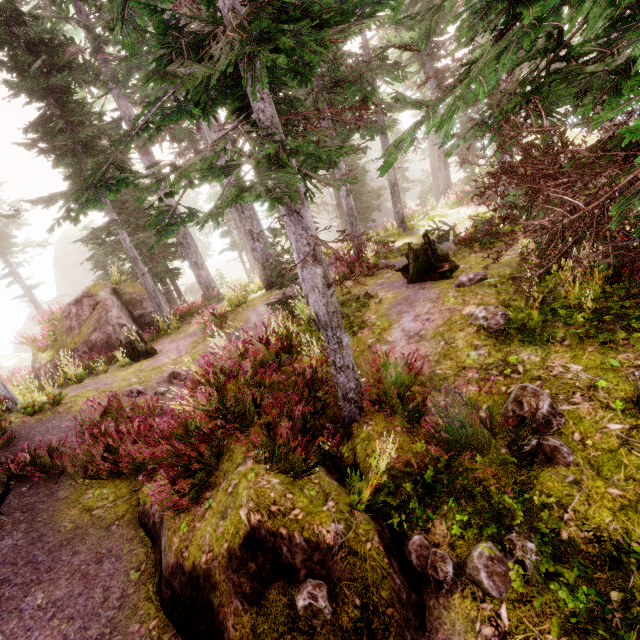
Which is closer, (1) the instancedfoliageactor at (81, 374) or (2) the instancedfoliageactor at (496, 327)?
(2) the instancedfoliageactor at (496, 327)

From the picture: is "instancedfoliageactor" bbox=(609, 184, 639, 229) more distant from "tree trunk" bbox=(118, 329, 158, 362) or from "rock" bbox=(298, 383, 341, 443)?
"tree trunk" bbox=(118, 329, 158, 362)

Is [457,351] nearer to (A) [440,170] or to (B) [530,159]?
(B) [530,159]

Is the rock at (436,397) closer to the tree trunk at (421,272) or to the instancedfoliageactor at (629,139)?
the instancedfoliageactor at (629,139)

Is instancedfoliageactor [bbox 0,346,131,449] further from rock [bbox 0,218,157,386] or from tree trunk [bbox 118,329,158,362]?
tree trunk [bbox 118,329,158,362]

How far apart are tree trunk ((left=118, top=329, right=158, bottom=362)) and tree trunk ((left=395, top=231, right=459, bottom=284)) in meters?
9.9 m

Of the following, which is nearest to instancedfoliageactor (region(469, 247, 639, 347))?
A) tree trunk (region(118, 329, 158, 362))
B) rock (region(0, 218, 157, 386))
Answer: rock (region(0, 218, 157, 386))

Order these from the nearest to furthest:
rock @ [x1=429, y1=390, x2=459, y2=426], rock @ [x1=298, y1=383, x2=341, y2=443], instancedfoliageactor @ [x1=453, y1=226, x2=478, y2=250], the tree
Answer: the tree, rock @ [x1=429, y1=390, x2=459, y2=426], rock @ [x1=298, y1=383, x2=341, y2=443], instancedfoliageactor @ [x1=453, y1=226, x2=478, y2=250]
